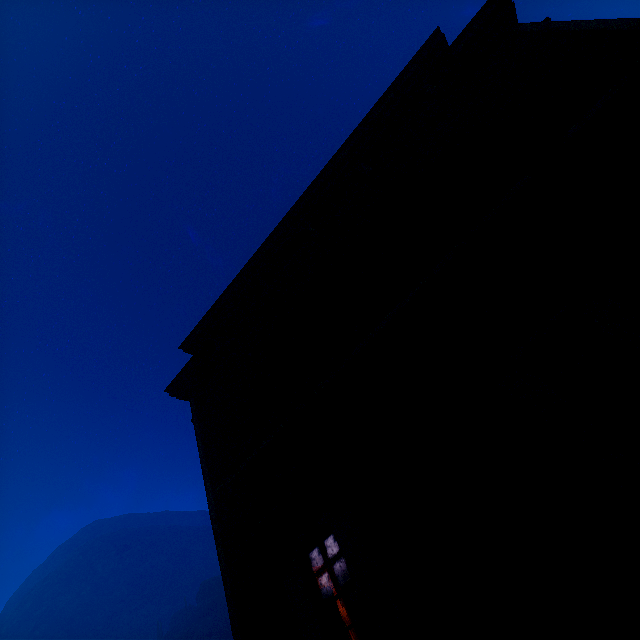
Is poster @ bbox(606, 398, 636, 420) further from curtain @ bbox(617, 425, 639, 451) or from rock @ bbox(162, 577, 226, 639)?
rock @ bbox(162, 577, 226, 639)

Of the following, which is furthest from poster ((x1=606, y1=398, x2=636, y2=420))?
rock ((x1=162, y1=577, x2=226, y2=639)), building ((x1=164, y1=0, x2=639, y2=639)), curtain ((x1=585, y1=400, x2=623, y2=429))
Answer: rock ((x1=162, y1=577, x2=226, y2=639))

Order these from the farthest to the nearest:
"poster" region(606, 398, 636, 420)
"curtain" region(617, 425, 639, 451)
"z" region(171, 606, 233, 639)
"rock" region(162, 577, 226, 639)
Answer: "rock" region(162, 577, 226, 639) → "z" region(171, 606, 233, 639) → "poster" region(606, 398, 636, 420) → "curtain" region(617, 425, 639, 451)

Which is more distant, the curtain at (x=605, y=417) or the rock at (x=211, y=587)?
the rock at (x=211, y=587)

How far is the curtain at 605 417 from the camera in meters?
3.2

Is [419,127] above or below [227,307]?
below

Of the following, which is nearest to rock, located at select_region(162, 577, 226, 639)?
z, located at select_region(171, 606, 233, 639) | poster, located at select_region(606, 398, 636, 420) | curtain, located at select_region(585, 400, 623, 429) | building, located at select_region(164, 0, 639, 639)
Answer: z, located at select_region(171, 606, 233, 639)

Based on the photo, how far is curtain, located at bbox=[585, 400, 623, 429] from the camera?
3.2 meters
